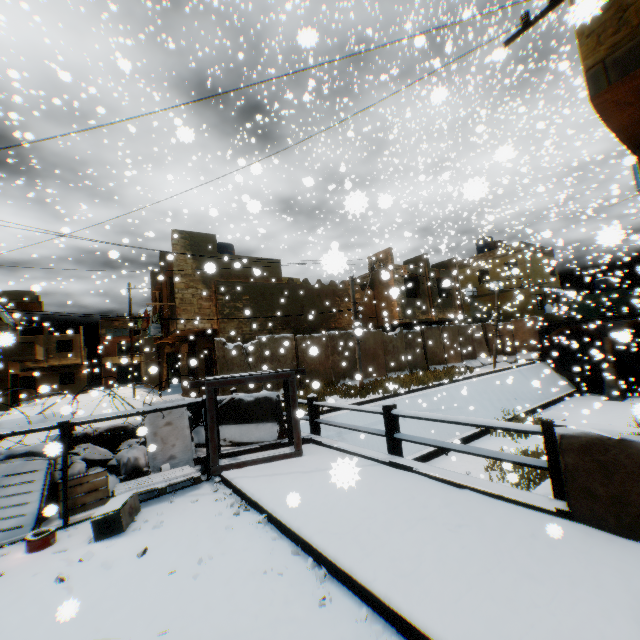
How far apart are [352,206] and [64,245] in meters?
13.4 m

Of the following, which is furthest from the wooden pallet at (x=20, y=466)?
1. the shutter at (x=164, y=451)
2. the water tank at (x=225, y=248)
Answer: the water tank at (x=225, y=248)

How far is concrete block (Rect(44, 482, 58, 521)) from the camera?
4.0m

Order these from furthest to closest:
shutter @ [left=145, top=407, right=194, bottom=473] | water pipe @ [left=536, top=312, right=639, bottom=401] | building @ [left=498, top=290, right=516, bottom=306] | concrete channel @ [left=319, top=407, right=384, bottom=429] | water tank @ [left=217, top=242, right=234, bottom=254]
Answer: building @ [left=498, top=290, right=516, bottom=306]
water tank @ [left=217, top=242, right=234, bottom=254]
water pipe @ [left=536, top=312, right=639, bottom=401]
concrete channel @ [left=319, top=407, right=384, bottom=429]
shutter @ [left=145, top=407, right=194, bottom=473]

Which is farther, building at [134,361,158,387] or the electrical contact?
building at [134,361,158,387]

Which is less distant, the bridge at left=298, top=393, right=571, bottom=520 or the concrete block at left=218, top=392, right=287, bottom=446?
the bridge at left=298, top=393, right=571, bottom=520

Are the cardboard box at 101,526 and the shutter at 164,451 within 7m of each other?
yes

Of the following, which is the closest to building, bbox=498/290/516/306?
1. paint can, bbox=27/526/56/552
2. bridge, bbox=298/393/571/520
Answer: bridge, bbox=298/393/571/520
